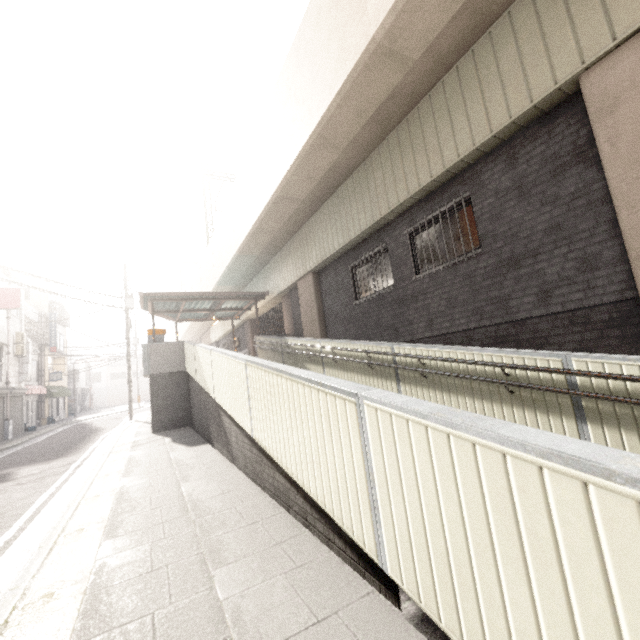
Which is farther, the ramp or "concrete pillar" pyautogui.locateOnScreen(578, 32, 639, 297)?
"concrete pillar" pyautogui.locateOnScreen(578, 32, 639, 297)

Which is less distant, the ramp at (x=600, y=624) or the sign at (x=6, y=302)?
the ramp at (x=600, y=624)

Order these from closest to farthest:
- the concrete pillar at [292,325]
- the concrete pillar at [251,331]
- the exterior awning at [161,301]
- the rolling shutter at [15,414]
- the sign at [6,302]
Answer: the concrete pillar at [292,325] → the exterior awning at [161,301] → the sign at [6,302] → the rolling shutter at [15,414] → the concrete pillar at [251,331]

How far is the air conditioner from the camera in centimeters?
1873cm

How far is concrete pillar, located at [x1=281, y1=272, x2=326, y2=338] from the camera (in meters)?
11.85

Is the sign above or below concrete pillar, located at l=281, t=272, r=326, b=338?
above

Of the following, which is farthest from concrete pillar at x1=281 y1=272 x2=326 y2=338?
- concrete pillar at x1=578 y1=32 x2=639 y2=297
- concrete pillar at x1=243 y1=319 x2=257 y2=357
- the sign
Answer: the sign

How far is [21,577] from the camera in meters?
3.1
